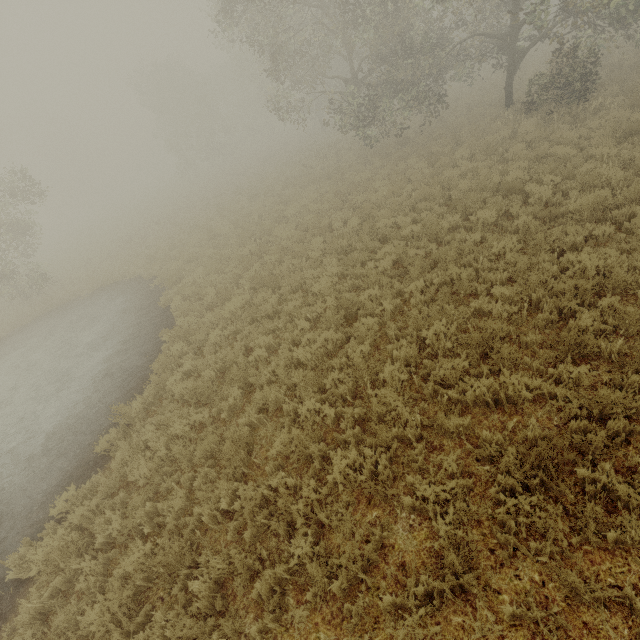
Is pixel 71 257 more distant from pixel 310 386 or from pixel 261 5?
pixel 310 386
